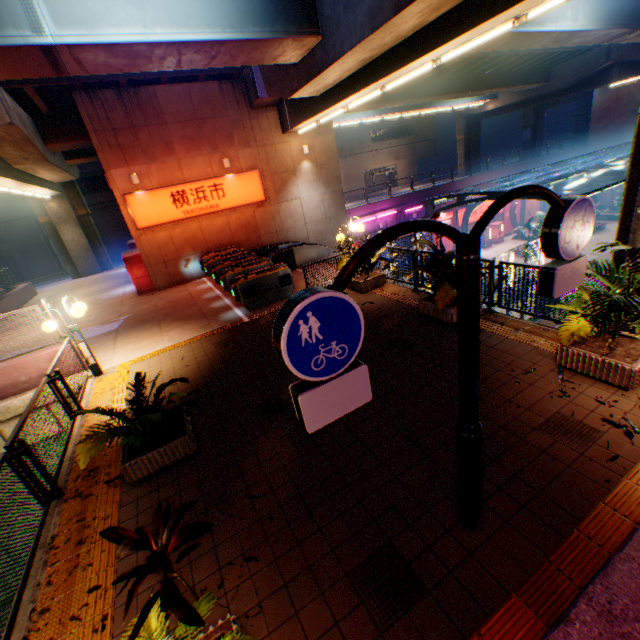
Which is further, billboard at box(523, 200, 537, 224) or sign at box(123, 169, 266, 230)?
billboard at box(523, 200, 537, 224)

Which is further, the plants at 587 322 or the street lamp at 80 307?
the street lamp at 80 307

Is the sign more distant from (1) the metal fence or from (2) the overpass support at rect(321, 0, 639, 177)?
(1) the metal fence

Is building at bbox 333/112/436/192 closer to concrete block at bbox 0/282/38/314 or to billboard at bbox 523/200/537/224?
billboard at bbox 523/200/537/224

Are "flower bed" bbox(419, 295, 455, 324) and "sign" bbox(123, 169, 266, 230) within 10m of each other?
no

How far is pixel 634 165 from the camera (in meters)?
5.98

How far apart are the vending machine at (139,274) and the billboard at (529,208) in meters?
37.8

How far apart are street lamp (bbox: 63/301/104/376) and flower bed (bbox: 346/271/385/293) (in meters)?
7.54
